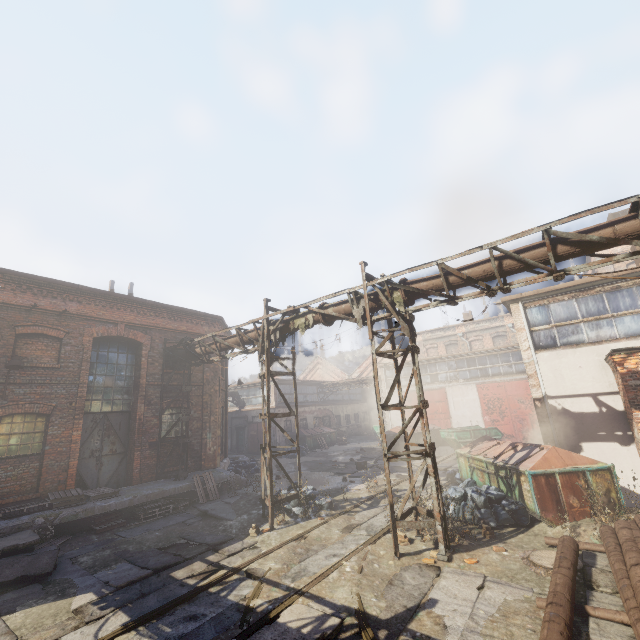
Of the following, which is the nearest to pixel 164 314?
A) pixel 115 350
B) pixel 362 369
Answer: pixel 115 350

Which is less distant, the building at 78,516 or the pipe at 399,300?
the pipe at 399,300

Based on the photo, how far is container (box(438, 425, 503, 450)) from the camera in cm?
2001

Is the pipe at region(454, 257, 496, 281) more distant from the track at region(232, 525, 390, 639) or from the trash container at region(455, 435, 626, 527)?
the trash container at region(455, 435, 626, 527)

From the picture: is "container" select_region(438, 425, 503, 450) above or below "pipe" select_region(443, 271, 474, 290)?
below

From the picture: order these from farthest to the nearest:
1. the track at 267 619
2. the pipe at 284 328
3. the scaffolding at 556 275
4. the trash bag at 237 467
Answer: the trash bag at 237 467, the pipe at 284 328, the scaffolding at 556 275, the track at 267 619

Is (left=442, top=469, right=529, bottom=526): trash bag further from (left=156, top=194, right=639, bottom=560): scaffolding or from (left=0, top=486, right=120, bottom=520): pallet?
(left=0, top=486, right=120, bottom=520): pallet

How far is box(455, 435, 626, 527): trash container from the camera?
7.9m
